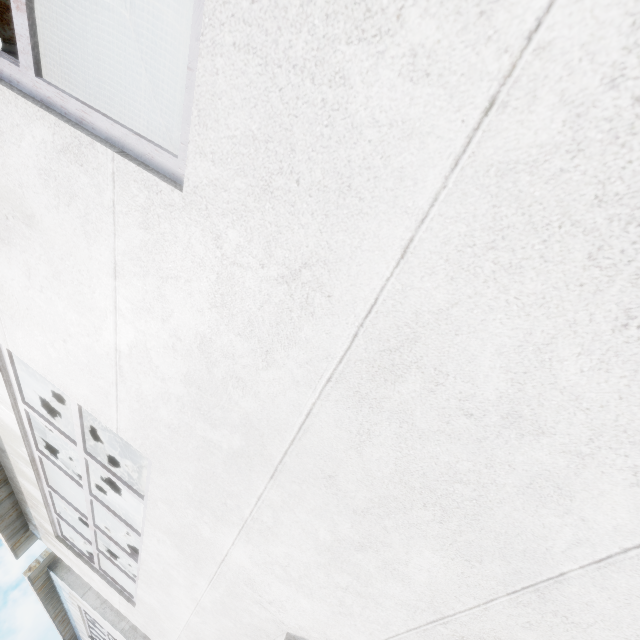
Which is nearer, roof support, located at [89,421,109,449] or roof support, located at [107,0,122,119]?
roof support, located at [107,0,122,119]

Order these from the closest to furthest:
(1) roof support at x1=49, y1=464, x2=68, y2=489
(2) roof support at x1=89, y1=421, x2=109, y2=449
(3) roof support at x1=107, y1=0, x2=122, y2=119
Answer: (3) roof support at x1=107, y1=0, x2=122, y2=119
(1) roof support at x1=49, y1=464, x2=68, y2=489
(2) roof support at x1=89, y1=421, x2=109, y2=449

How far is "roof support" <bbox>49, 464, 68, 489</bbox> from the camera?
6.3 meters

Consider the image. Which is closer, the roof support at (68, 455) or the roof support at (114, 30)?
the roof support at (114, 30)

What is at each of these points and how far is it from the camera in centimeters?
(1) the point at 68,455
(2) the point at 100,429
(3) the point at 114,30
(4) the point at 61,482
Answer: (1) roof support, 669cm
(2) roof support, 729cm
(3) roof support, 365cm
(4) roof support, 631cm
